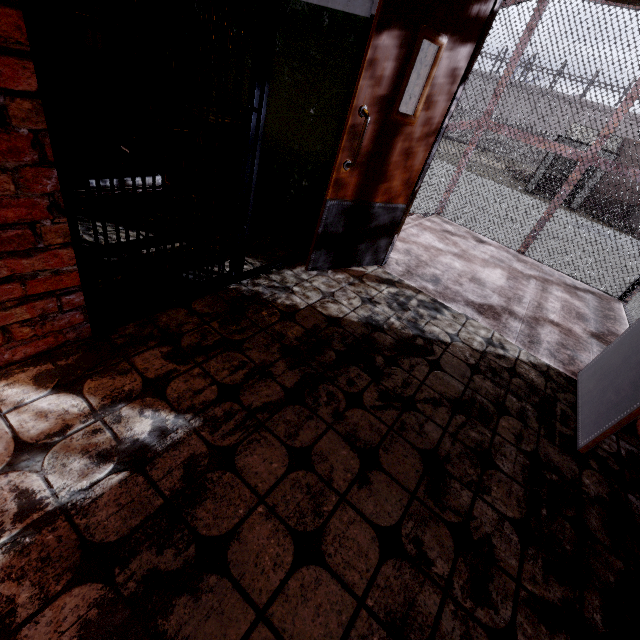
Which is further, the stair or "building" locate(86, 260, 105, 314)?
the stair

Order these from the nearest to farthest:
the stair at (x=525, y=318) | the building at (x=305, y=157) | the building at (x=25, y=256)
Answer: the building at (x=25, y=256) → the building at (x=305, y=157) → the stair at (x=525, y=318)

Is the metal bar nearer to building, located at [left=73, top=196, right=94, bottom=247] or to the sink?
building, located at [left=73, top=196, right=94, bottom=247]

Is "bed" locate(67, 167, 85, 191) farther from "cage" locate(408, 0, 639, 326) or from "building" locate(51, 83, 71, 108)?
"cage" locate(408, 0, 639, 326)

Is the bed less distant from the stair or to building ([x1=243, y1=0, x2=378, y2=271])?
building ([x1=243, y1=0, x2=378, y2=271])

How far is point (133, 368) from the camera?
1.6m

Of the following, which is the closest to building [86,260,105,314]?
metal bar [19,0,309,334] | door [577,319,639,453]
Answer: metal bar [19,0,309,334]

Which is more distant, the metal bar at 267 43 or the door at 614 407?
the door at 614 407
